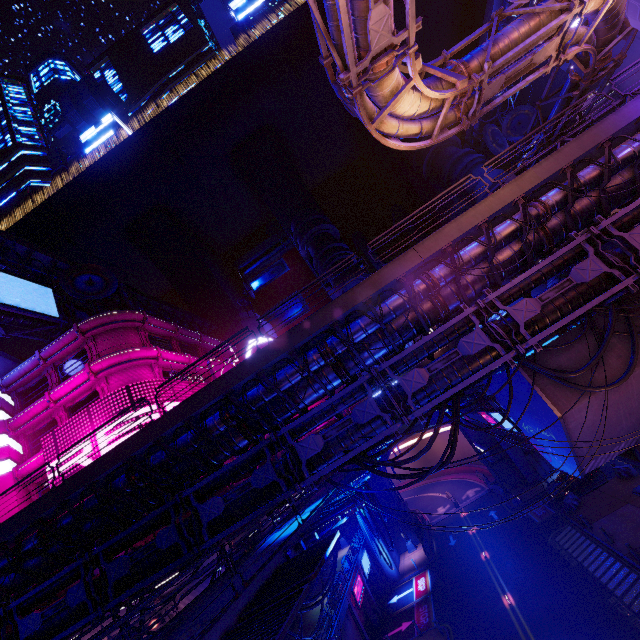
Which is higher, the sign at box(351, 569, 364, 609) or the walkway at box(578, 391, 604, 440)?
the walkway at box(578, 391, 604, 440)

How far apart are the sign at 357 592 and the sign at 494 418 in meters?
18.3 m

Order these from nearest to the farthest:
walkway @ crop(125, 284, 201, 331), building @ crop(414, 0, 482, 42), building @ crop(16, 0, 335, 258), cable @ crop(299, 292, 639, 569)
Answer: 1. cable @ crop(299, 292, 639, 569)
2. walkway @ crop(125, 284, 201, 331)
3. building @ crop(16, 0, 335, 258)
4. building @ crop(414, 0, 482, 42)

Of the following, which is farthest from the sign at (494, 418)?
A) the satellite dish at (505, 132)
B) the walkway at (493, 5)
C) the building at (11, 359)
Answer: the walkway at (493, 5)

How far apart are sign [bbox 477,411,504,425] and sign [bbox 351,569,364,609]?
18.28m

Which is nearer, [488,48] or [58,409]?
[488,48]

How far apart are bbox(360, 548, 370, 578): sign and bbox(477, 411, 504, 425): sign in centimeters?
1898cm

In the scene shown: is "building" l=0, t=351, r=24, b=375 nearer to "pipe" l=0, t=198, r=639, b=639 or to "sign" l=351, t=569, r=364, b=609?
"pipe" l=0, t=198, r=639, b=639
